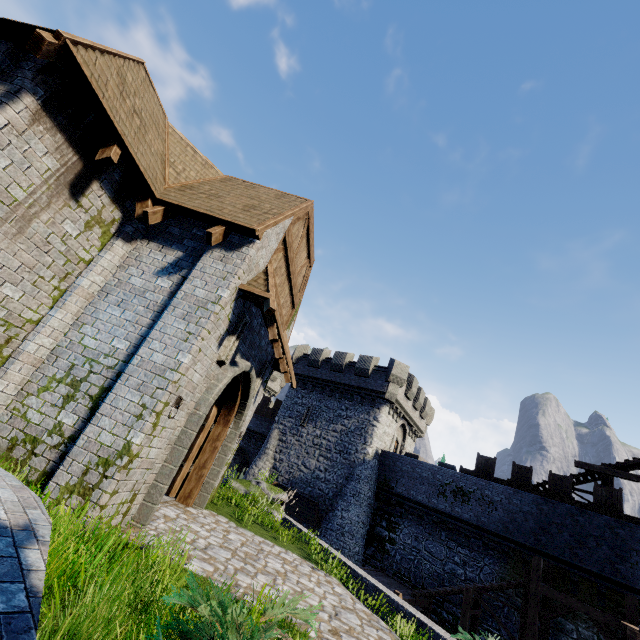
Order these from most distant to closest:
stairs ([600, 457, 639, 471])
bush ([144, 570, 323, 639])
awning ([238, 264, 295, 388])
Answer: stairs ([600, 457, 639, 471]) < awning ([238, 264, 295, 388]) < bush ([144, 570, 323, 639])

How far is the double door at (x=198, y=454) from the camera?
6.21m

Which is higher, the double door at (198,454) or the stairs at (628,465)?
the stairs at (628,465)

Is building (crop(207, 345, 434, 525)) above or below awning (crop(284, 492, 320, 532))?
above

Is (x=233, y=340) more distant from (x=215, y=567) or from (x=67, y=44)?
(x=67, y=44)

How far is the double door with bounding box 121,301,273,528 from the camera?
6.2m

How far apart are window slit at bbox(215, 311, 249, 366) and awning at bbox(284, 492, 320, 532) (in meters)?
→ 18.95

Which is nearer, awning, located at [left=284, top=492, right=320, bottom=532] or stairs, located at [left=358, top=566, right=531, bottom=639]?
stairs, located at [left=358, top=566, right=531, bottom=639]
